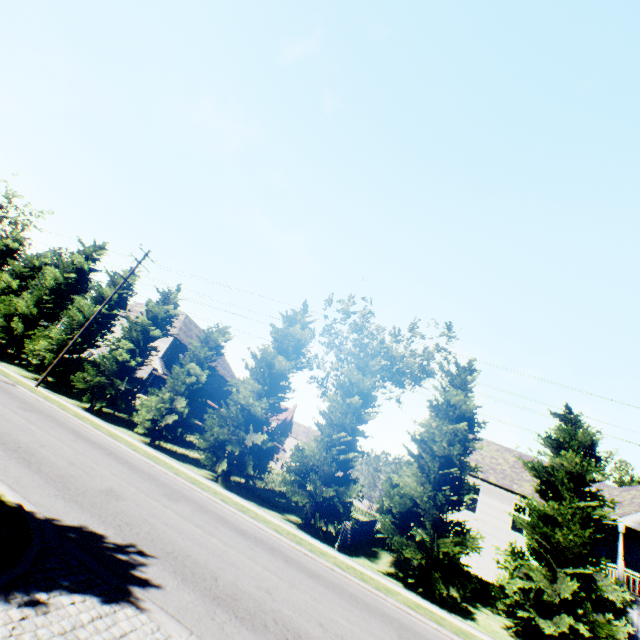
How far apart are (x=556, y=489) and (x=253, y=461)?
15.56m

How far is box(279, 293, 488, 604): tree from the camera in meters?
14.7

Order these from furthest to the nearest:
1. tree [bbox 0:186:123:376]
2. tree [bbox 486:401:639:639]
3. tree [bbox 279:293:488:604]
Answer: tree [bbox 0:186:123:376]
tree [bbox 279:293:488:604]
tree [bbox 486:401:639:639]

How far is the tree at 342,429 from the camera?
14.73m

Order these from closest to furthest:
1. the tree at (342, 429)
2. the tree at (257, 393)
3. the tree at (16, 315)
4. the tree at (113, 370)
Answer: the tree at (342, 429) → the tree at (257, 393) → the tree at (113, 370) → the tree at (16, 315)

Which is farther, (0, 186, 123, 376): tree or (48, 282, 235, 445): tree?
(0, 186, 123, 376): tree
